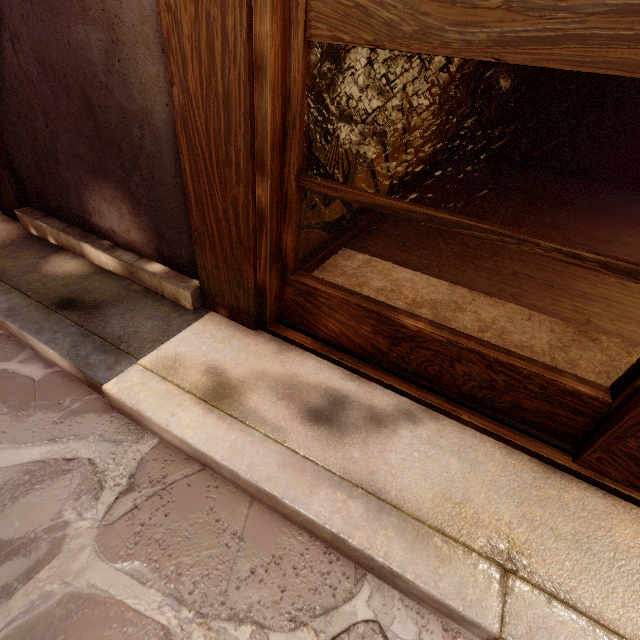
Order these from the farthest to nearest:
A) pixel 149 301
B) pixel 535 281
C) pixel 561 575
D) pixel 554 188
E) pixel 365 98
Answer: pixel 554 188, pixel 535 281, pixel 365 98, pixel 149 301, pixel 561 575

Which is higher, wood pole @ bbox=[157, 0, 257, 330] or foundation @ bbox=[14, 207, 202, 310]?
wood pole @ bbox=[157, 0, 257, 330]

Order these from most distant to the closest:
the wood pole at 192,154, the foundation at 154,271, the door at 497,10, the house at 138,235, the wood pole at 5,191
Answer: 1. the wood pole at 5,191
2. the foundation at 154,271
3. the house at 138,235
4. the wood pole at 192,154
5. the door at 497,10

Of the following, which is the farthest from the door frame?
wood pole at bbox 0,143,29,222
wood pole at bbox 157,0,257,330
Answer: wood pole at bbox 0,143,29,222

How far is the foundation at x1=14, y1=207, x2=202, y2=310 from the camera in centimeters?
370cm

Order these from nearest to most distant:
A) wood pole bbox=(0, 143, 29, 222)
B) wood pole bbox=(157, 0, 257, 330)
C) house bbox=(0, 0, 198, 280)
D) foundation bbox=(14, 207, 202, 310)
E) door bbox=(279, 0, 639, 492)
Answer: door bbox=(279, 0, 639, 492), wood pole bbox=(157, 0, 257, 330), house bbox=(0, 0, 198, 280), foundation bbox=(14, 207, 202, 310), wood pole bbox=(0, 143, 29, 222)

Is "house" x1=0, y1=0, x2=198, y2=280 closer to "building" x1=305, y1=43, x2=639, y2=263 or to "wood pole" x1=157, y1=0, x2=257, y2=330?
"wood pole" x1=157, y1=0, x2=257, y2=330

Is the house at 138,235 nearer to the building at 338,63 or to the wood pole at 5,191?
the wood pole at 5,191
